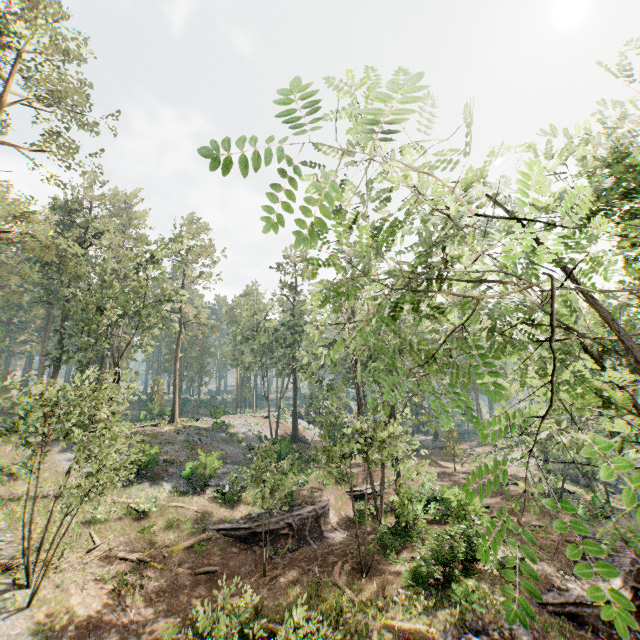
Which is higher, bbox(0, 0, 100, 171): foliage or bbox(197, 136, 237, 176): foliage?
bbox(0, 0, 100, 171): foliage

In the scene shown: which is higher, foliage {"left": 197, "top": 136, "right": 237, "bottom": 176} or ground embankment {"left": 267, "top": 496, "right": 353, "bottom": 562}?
foliage {"left": 197, "top": 136, "right": 237, "bottom": 176}

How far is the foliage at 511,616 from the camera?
1.4 meters

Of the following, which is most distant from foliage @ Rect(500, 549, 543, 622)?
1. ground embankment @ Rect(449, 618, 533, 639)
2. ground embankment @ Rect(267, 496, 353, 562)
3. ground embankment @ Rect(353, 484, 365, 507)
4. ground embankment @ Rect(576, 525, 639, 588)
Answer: ground embankment @ Rect(267, 496, 353, 562)

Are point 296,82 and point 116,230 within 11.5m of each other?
no

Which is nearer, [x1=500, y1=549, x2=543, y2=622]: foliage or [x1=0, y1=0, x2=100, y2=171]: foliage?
[x1=500, y1=549, x2=543, y2=622]: foliage

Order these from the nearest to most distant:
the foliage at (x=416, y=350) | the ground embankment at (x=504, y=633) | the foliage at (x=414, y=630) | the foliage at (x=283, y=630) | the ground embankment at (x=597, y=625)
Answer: the foliage at (x=416, y=350) < the foliage at (x=283, y=630) < the foliage at (x=414, y=630) < the ground embankment at (x=504, y=633) < the ground embankment at (x=597, y=625)

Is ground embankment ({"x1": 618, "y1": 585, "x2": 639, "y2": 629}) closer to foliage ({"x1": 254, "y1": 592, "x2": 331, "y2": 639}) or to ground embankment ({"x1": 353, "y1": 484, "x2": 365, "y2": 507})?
foliage ({"x1": 254, "y1": 592, "x2": 331, "y2": 639})
